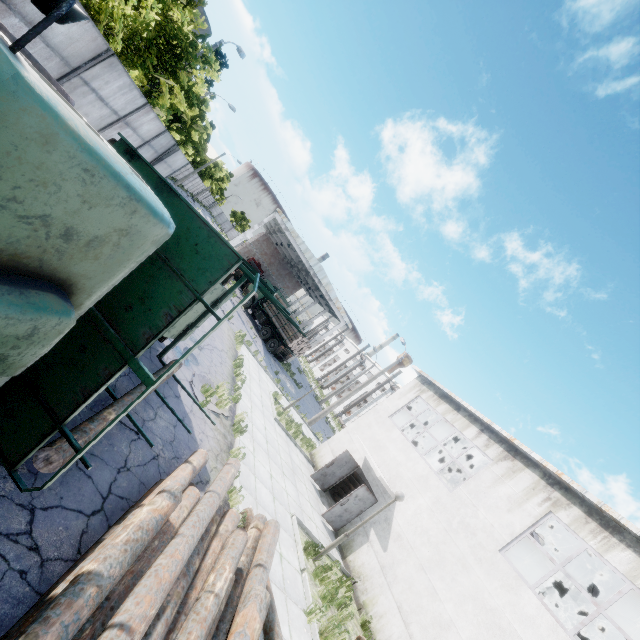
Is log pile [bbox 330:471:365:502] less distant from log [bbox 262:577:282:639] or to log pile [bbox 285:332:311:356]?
log [bbox 262:577:282:639]

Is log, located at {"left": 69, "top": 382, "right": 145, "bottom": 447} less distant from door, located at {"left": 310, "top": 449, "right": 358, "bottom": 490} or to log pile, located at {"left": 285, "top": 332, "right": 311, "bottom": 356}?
door, located at {"left": 310, "top": 449, "right": 358, "bottom": 490}

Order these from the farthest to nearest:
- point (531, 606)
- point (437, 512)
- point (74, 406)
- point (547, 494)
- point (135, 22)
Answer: point (437, 512) < point (547, 494) < point (531, 606) < point (135, 22) < point (74, 406)

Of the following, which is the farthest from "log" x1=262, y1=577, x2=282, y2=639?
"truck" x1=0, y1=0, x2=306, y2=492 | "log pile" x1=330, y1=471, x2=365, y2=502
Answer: "log pile" x1=330, y1=471, x2=365, y2=502

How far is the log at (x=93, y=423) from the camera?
4.3 meters

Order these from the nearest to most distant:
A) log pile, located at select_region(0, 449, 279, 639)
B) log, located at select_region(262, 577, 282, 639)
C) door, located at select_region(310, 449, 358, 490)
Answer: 1. log pile, located at select_region(0, 449, 279, 639)
2. log, located at select_region(262, 577, 282, 639)
3. door, located at select_region(310, 449, 358, 490)

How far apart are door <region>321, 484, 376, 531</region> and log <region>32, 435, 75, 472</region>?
8.68m

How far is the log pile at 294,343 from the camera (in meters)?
28.67
